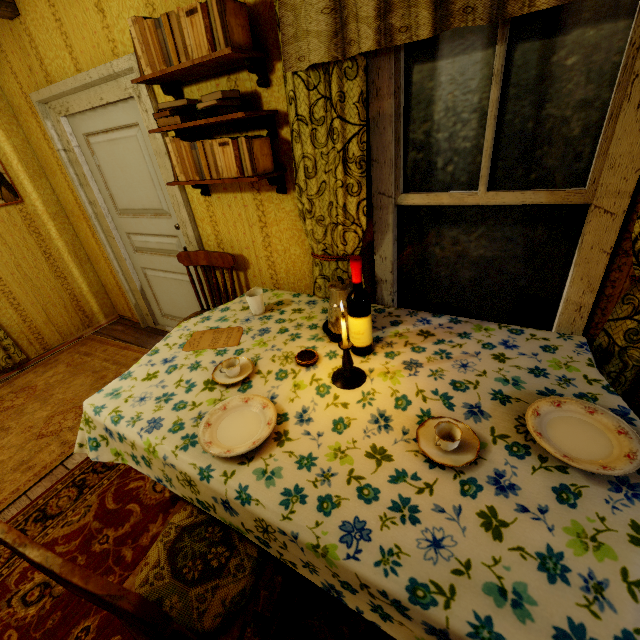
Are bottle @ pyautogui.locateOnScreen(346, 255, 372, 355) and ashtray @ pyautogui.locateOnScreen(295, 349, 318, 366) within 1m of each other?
yes

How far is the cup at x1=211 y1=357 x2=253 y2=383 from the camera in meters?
1.5

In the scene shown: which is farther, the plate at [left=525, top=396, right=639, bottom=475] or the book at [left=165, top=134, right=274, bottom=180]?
the book at [left=165, top=134, right=274, bottom=180]

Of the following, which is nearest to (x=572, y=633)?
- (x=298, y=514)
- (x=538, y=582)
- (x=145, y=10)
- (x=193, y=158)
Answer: (x=538, y=582)

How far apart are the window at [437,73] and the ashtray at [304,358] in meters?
1.0

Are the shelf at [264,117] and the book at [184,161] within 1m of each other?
yes

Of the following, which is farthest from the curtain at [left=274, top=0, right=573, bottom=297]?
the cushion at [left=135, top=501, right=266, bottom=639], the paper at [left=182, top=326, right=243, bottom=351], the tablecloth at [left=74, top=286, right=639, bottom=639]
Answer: the cushion at [left=135, top=501, right=266, bottom=639]

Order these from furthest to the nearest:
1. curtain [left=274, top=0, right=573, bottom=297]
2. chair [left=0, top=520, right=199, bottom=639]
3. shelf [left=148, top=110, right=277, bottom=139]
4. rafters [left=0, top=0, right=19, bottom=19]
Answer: rafters [left=0, top=0, right=19, bottom=19] → shelf [left=148, top=110, right=277, bottom=139] → curtain [left=274, top=0, right=573, bottom=297] → chair [left=0, top=520, right=199, bottom=639]
